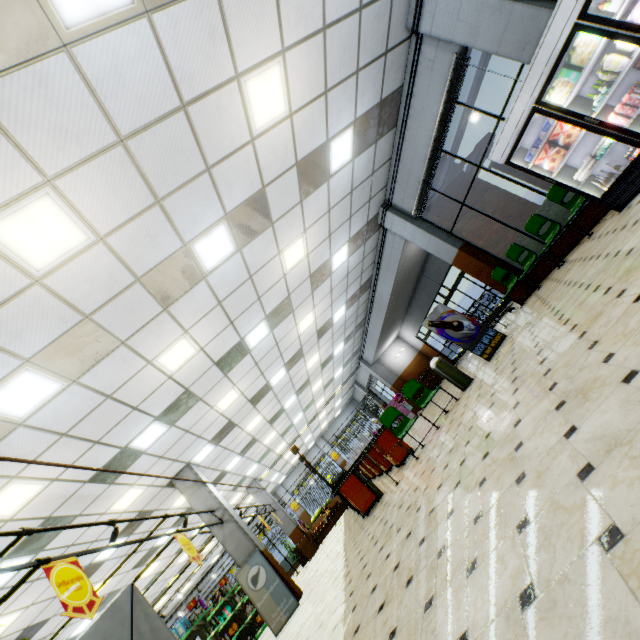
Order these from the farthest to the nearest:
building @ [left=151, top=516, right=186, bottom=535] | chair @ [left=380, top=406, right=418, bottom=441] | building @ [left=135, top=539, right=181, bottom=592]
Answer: building @ [left=135, top=539, right=181, bottom=592] → building @ [left=151, top=516, right=186, bottom=535] → chair @ [left=380, top=406, right=418, bottom=441]

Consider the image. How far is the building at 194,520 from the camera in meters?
9.5

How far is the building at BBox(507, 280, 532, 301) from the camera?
8.50m

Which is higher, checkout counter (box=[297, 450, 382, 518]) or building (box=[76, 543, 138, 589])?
building (box=[76, 543, 138, 589])

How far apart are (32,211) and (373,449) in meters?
10.0 m

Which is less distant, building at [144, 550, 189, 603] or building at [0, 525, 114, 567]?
building at [0, 525, 114, 567]

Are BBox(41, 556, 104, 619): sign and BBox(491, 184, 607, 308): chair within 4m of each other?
no

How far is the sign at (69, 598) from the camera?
3.5 meters
